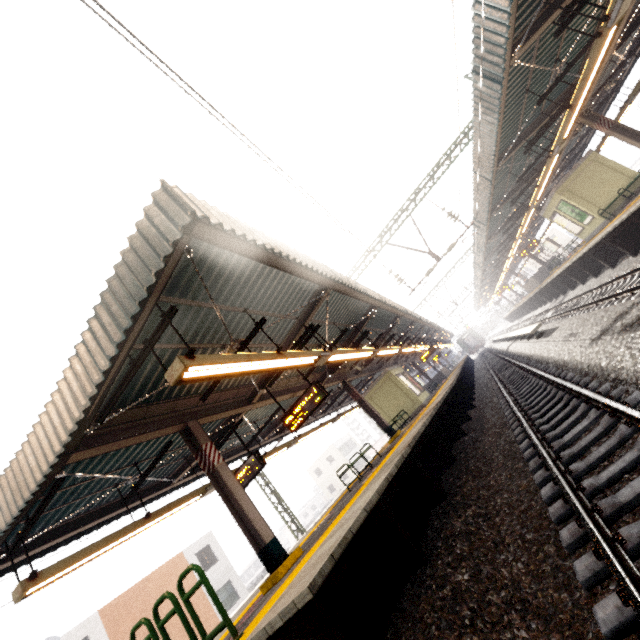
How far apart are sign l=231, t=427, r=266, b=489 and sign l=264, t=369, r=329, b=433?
1.3 meters

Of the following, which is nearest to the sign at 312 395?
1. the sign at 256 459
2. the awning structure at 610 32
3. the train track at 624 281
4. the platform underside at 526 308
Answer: the sign at 256 459

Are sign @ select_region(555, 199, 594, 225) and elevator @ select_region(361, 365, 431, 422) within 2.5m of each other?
no

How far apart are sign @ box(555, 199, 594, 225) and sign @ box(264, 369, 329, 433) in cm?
1649

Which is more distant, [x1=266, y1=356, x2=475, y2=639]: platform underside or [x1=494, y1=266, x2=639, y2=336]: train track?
[x1=494, y1=266, x2=639, y2=336]: train track

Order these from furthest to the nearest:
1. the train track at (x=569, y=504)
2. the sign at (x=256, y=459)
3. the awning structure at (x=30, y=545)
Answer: the sign at (x=256, y=459), the awning structure at (x=30, y=545), the train track at (x=569, y=504)

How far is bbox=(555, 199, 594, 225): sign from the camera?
16.08m

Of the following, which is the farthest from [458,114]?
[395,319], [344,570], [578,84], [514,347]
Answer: [514,347]
